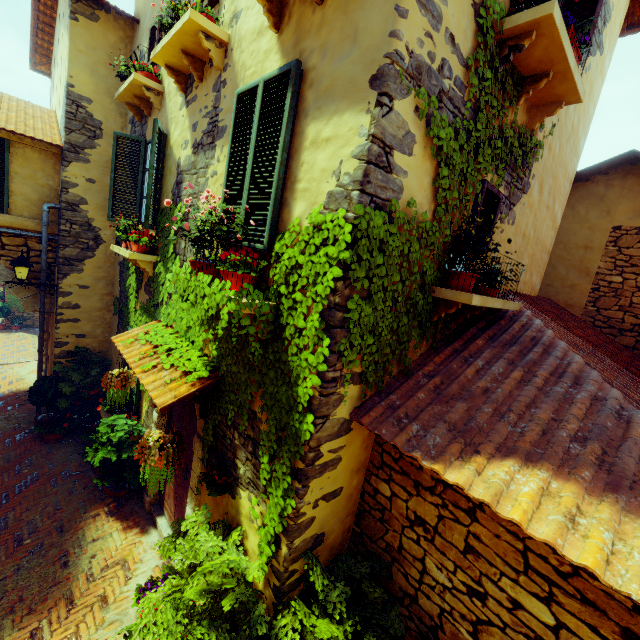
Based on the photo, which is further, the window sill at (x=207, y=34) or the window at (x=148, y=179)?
the window at (x=148, y=179)

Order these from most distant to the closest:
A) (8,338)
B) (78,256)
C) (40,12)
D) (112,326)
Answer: (8,338)
(40,12)
(112,326)
(78,256)

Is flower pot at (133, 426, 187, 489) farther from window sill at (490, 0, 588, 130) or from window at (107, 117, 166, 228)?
window sill at (490, 0, 588, 130)

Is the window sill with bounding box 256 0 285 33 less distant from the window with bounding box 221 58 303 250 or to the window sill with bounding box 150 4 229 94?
the window with bounding box 221 58 303 250

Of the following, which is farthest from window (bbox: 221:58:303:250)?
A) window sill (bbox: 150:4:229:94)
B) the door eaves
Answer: the door eaves

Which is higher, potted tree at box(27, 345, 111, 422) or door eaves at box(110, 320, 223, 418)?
door eaves at box(110, 320, 223, 418)

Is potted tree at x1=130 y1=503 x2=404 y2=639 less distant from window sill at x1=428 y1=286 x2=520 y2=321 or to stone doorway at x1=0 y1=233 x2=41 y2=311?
window sill at x1=428 y1=286 x2=520 y2=321

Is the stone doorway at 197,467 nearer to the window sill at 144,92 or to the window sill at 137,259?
the window sill at 137,259
